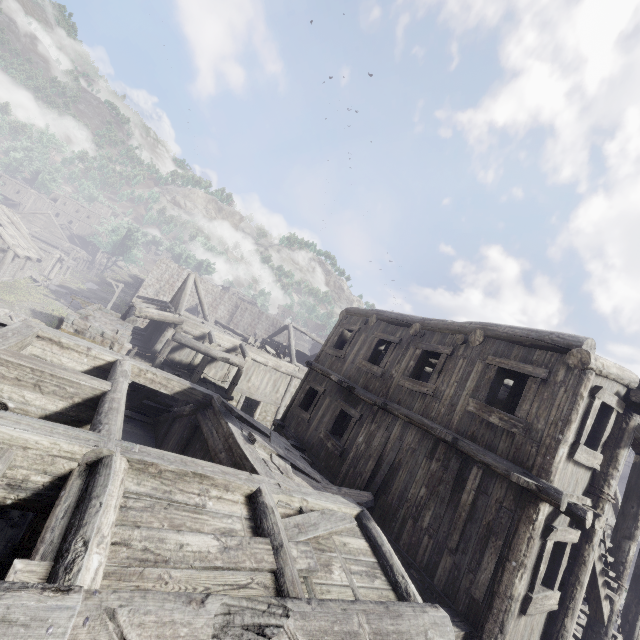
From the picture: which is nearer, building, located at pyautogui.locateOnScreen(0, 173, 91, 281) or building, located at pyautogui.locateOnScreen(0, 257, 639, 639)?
building, located at pyautogui.locateOnScreen(0, 257, 639, 639)

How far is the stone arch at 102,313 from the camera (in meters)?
11.51

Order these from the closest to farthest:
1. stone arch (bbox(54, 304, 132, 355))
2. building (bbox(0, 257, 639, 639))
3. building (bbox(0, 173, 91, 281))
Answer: building (bbox(0, 257, 639, 639)) < stone arch (bbox(54, 304, 132, 355)) < building (bbox(0, 173, 91, 281))

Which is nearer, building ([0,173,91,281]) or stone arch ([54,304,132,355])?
stone arch ([54,304,132,355])

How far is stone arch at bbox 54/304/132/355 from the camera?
11.5m

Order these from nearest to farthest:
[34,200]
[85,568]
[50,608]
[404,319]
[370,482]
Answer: [50,608], [85,568], [370,482], [404,319], [34,200]

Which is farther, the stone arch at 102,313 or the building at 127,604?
the stone arch at 102,313
